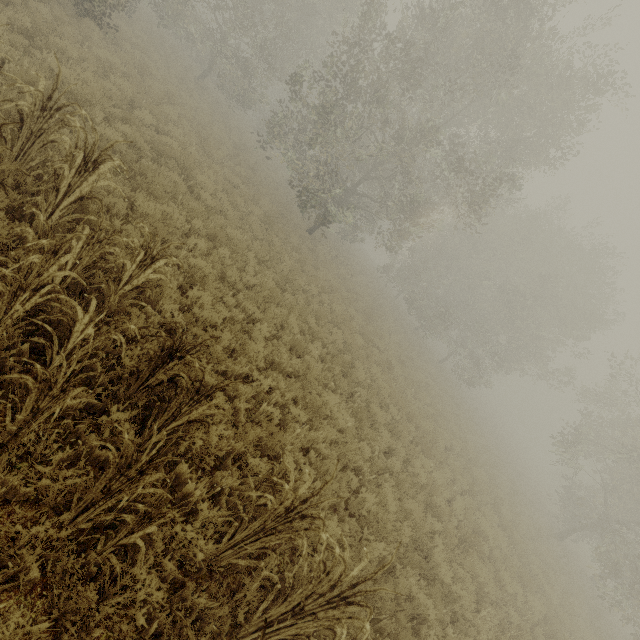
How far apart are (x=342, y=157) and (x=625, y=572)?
29.8m
